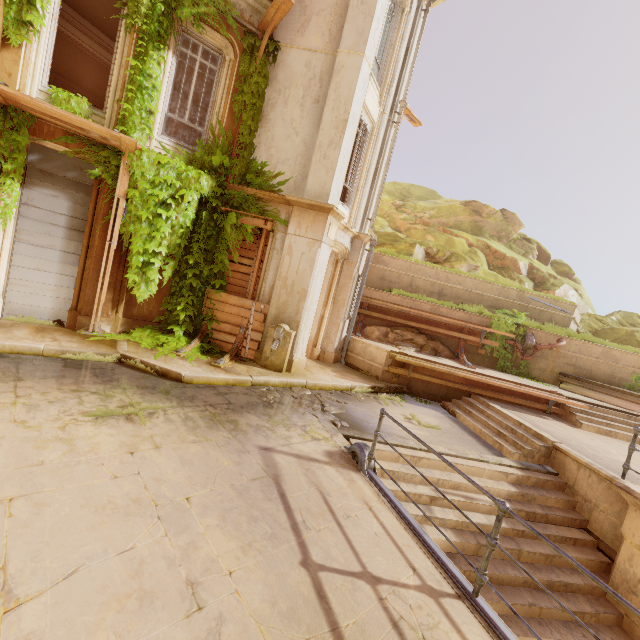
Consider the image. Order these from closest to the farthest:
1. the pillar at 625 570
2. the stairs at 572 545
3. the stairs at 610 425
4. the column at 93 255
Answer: the pillar at 625 570
the stairs at 572 545
the column at 93 255
the stairs at 610 425

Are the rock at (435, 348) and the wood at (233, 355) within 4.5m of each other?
no

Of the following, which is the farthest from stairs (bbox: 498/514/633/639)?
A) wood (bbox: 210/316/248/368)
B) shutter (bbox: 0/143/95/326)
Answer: shutter (bbox: 0/143/95/326)

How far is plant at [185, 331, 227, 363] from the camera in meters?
7.9

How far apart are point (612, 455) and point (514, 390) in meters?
3.0 m

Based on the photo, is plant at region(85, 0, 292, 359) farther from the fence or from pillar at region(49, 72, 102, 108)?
pillar at region(49, 72, 102, 108)

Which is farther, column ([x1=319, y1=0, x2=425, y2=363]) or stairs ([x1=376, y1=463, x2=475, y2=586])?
column ([x1=319, y1=0, x2=425, y2=363])

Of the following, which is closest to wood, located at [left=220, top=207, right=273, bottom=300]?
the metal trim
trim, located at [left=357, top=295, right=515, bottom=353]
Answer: trim, located at [left=357, top=295, right=515, bottom=353]
